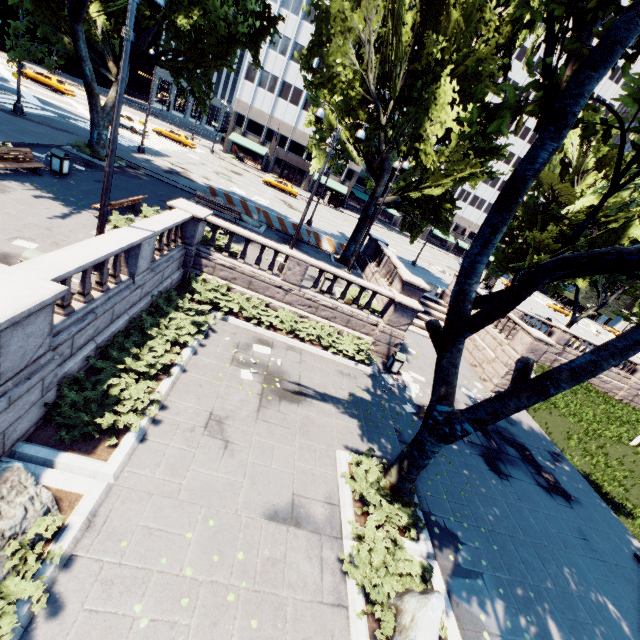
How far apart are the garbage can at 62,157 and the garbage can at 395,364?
17.6m

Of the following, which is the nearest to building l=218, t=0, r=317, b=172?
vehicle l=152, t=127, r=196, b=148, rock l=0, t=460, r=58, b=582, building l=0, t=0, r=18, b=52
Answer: vehicle l=152, t=127, r=196, b=148

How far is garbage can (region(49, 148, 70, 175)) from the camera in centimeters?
1459cm

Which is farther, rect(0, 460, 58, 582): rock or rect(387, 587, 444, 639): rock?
rect(387, 587, 444, 639): rock

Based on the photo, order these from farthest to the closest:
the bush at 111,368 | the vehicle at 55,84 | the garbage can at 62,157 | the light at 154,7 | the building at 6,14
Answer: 1. the building at 6,14
2. the vehicle at 55,84
3. the garbage can at 62,157
4. the light at 154,7
5. the bush at 111,368

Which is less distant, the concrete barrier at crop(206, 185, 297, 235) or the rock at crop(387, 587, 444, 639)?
the rock at crop(387, 587, 444, 639)

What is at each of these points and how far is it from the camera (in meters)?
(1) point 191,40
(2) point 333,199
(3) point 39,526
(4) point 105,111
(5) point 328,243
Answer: (1) tree, 18.20
(2) bus stop, 56.72
(3) bush, 4.99
(4) tree, 19.11
(5) concrete barrier, 24.78

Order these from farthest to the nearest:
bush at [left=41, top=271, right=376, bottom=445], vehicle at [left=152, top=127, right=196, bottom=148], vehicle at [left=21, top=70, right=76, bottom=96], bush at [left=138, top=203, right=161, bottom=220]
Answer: vehicle at [left=152, top=127, right=196, bottom=148] < vehicle at [left=21, top=70, right=76, bottom=96] < bush at [left=138, top=203, right=161, bottom=220] < bush at [left=41, top=271, right=376, bottom=445]
